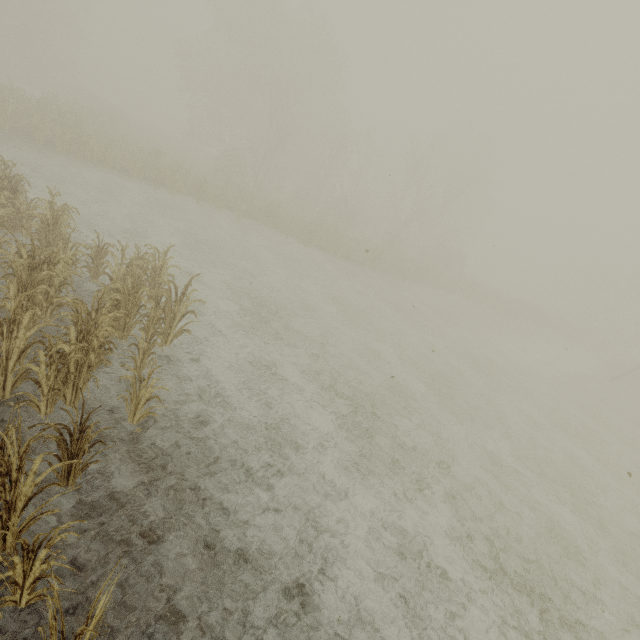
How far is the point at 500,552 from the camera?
6.74m
